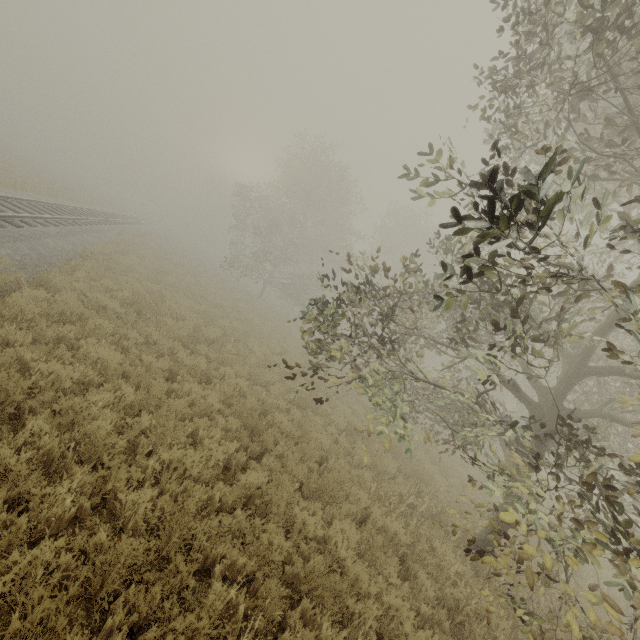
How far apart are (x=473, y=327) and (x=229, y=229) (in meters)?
31.76
